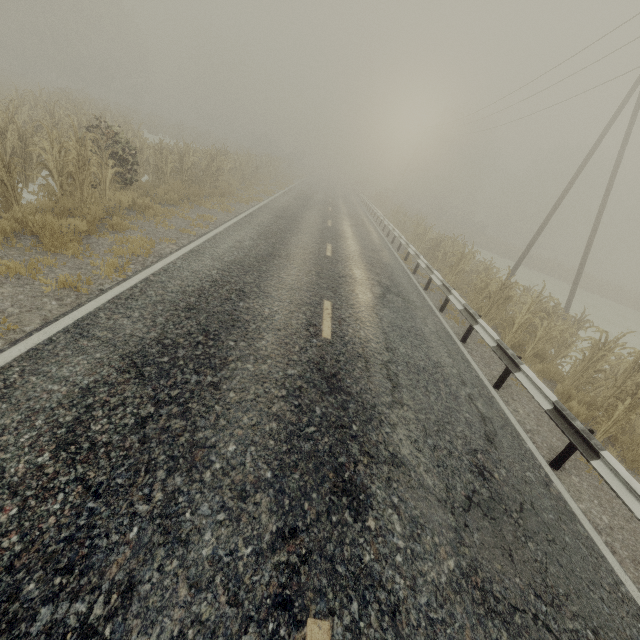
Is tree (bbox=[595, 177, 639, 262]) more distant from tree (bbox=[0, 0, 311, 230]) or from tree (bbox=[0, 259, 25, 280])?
tree (bbox=[0, 259, 25, 280])

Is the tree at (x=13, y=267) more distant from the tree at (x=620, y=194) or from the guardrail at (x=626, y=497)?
the tree at (x=620, y=194)

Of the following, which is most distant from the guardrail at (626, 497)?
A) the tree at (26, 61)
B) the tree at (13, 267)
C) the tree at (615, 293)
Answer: the tree at (615, 293)

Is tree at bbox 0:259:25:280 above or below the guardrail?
below

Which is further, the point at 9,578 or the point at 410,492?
the point at 410,492

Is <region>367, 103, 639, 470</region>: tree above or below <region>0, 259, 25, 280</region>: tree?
above

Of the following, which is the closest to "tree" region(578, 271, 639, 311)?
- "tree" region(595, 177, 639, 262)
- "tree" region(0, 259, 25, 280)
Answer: "tree" region(595, 177, 639, 262)
